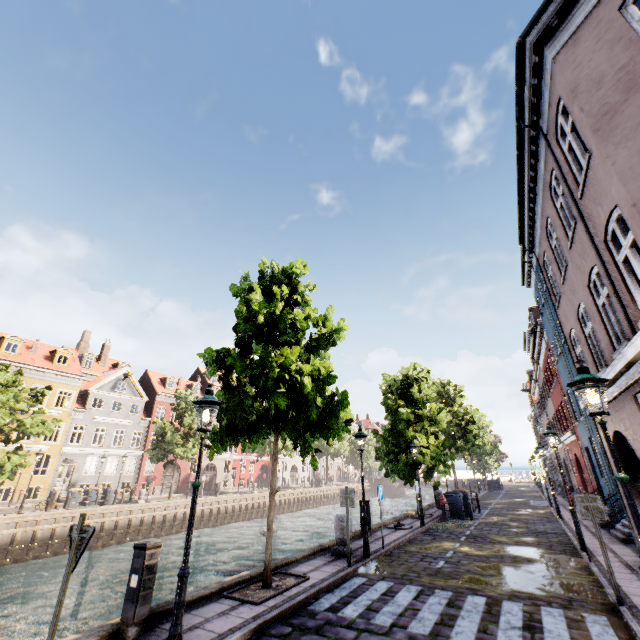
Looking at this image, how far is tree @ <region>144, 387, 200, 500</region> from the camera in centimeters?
2852cm

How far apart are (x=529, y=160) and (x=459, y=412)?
25.1 meters

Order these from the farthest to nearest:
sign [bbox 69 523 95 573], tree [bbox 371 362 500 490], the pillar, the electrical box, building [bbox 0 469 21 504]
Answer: building [bbox 0 469 21 504]
tree [bbox 371 362 500 490]
the pillar
the electrical box
sign [bbox 69 523 95 573]

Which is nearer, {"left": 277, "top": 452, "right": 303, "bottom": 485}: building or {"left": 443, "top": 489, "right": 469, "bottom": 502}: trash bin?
{"left": 443, "top": 489, "right": 469, "bottom": 502}: trash bin

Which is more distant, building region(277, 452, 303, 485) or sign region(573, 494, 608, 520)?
building region(277, 452, 303, 485)

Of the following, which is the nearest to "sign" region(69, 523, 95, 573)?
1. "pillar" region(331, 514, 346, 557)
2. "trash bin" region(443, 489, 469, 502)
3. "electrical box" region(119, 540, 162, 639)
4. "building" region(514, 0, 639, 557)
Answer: "electrical box" region(119, 540, 162, 639)

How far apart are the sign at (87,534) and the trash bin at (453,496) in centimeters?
1975cm

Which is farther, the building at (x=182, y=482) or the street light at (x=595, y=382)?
the building at (x=182, y=482)
